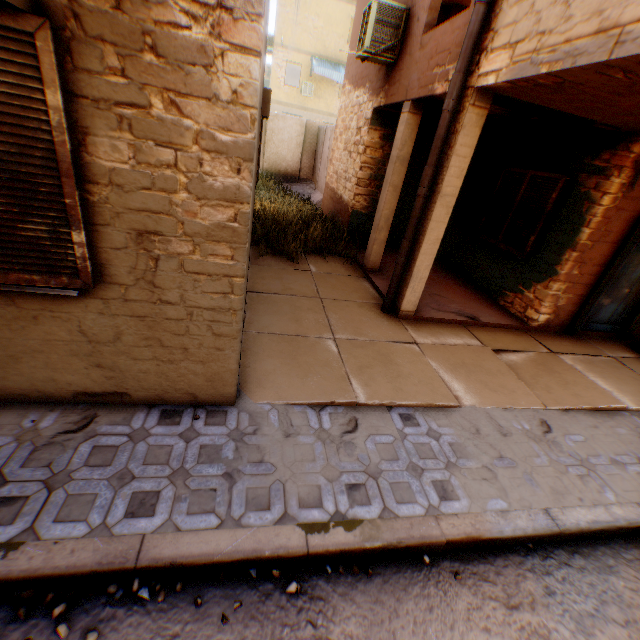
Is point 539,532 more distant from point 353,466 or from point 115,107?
point 115,107

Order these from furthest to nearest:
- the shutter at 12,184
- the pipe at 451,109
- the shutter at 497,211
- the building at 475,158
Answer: the shutter at 497,211, the pipe at 451,109, the building at 475,158, the shutter at 12,184

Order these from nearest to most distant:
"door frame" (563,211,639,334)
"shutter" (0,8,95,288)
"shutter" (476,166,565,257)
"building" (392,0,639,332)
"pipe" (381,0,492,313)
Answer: "shutter" (0,8,95,288), "building" (392,0,639,332), "pipe" (381,0,492,313), "door frame" (563,211,639,334), "shutter" (476,166,565,257)

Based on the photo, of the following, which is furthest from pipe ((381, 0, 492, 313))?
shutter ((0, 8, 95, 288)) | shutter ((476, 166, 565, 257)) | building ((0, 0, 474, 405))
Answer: shutter ((0, 8, 95, 288))

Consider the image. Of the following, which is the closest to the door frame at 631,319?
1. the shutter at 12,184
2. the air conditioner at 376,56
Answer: the air conditioner at 376,56

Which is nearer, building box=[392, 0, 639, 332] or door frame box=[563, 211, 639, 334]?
building box=[392, 0, 639, 332]

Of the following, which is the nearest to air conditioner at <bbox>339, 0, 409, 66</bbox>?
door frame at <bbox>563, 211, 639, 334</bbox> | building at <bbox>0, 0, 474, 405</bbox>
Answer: building at <bbox>0, 0, 474, 405</bbox>
